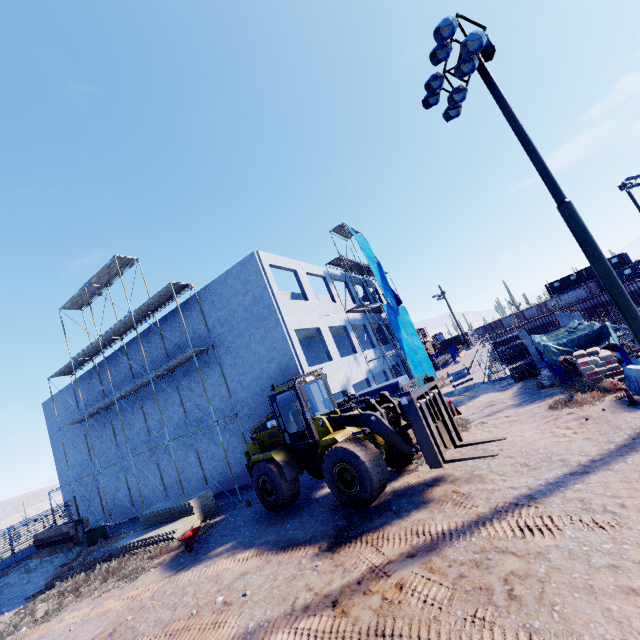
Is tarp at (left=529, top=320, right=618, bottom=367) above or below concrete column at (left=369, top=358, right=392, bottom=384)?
below

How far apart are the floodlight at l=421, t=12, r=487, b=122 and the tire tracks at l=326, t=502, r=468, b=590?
11.6m

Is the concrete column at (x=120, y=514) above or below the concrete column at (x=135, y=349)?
below

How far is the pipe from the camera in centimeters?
1281cm

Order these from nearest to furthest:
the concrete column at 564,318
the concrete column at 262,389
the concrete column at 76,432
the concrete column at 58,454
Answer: the concrete column at 262,389 < the concrete column at 76,432 < the concrete column at 58,454 < the concrete column at 564,318

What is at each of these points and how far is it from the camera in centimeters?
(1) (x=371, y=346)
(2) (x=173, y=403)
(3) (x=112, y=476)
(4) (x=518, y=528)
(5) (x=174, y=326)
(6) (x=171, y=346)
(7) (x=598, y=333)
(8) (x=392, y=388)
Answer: (1) concrete column, 3716cm
(2) concrete column, 2092cm
(3) concrete column, 2447cm
(4) tire tracks, 595cm
(5) concrete column, 2073cm
(6) concrete column, 2091cm
(7) tarp, 1270cm
(8) tarp, 1442cm

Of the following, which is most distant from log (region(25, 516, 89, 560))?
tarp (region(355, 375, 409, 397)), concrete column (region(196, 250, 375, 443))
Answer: tarp (region(355, 375, 409, 397))

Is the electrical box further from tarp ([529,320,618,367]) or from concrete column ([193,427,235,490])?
concrete column ([193,427,235,490])
